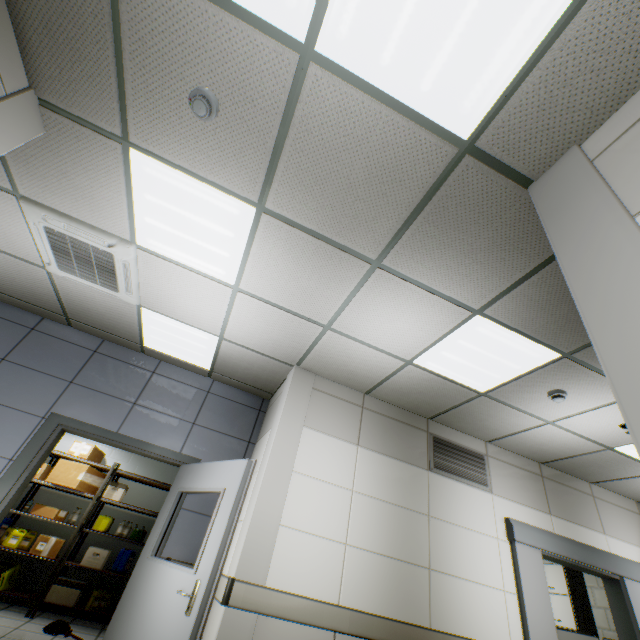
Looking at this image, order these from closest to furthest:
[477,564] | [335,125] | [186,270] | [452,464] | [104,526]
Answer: [335,125], [186,270], [477,564], [452,464], [104,526]

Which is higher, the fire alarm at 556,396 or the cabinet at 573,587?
the fire alarm at 556,396

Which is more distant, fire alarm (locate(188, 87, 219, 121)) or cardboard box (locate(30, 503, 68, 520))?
cardboard box (locate(30, 503, 68, 520))

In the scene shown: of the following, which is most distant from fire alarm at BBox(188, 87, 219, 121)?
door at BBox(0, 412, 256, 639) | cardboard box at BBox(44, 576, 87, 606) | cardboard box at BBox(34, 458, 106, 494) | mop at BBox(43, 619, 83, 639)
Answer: cardboard box at BBox(44, 576, 87, 606)

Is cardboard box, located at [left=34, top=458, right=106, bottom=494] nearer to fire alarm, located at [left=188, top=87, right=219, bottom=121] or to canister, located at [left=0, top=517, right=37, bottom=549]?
canister, located at [left=0, top=517, right=37, bottom=549]

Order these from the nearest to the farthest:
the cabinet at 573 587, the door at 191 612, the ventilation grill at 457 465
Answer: the door at 191 612
the ventilation grill at 457 465
the cabinet at 573 587

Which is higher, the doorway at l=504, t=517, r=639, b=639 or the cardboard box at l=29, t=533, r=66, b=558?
the doorway at l=504, t=517, r=639, b=639

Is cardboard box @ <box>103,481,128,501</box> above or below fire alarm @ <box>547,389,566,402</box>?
below
